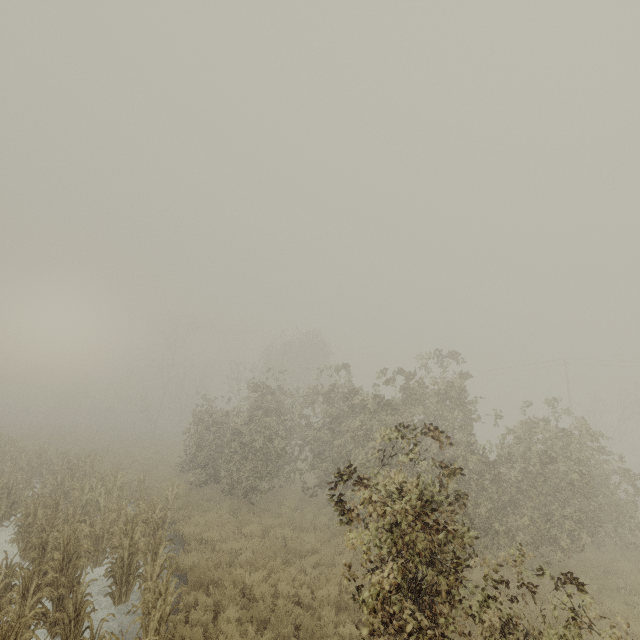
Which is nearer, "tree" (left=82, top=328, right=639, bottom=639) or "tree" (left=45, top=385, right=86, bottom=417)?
"tree" (left=82, top=328, right=639, bottom=639)

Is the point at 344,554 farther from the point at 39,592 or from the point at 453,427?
the point at 39,592

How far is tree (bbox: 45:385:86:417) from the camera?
53.8 meters

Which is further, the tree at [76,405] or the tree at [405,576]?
the tree at [76,405]

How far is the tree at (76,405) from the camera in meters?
53.8
